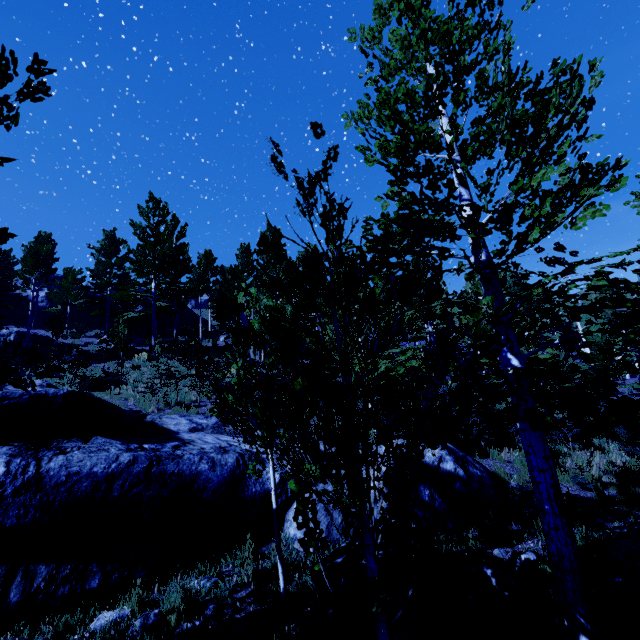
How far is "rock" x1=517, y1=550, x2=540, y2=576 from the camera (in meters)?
4.80

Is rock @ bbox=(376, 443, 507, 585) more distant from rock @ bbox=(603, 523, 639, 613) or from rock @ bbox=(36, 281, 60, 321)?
rock @ bbox=(36, 281, 60, 321)

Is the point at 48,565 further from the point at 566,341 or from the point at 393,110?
the point at 566,341

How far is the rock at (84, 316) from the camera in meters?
29.9

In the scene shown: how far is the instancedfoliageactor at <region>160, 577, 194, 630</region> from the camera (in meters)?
4.04

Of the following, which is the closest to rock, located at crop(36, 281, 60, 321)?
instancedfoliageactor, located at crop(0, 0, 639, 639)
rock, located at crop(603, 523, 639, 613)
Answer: instancedfoliageactor, located at crop(0, 0, 639, 639)

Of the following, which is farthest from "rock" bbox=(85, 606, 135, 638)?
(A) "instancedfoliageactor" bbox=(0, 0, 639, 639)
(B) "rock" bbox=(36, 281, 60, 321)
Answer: (B) "rock" bbox=(36, 281, 60, 321)

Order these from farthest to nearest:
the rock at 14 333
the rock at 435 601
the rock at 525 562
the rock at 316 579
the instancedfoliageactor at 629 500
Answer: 1. the rock at 14 333
2. the instancedfoliageactor at 629 500
3. the rock at 525 562
4. the rock at 316 579
5. the rock at 435 601
